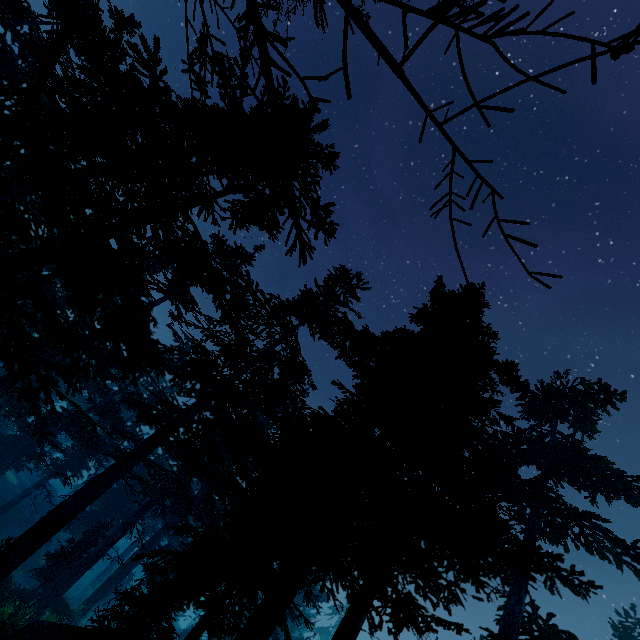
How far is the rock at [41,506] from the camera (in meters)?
34.06

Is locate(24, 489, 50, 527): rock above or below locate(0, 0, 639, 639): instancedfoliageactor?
below

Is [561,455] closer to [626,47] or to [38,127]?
[626,47]

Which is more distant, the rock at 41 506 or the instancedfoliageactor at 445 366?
the rock at 41 506

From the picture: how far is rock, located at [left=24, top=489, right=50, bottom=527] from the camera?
34.1m

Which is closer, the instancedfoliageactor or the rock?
the instancedfoliageactor
